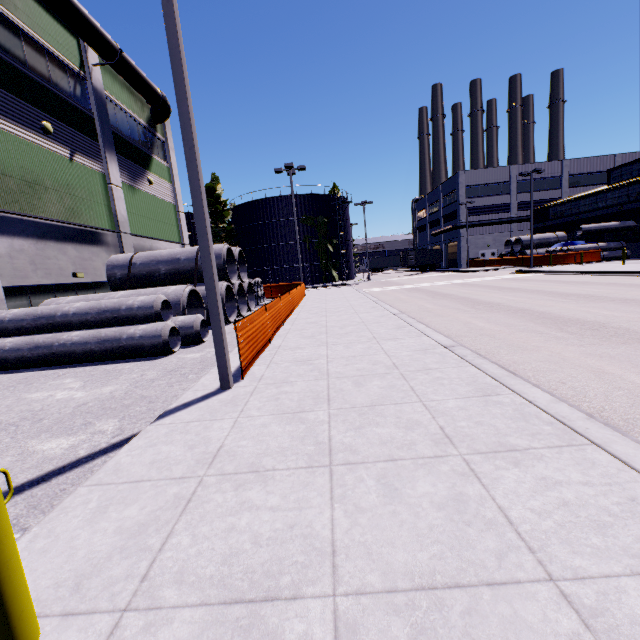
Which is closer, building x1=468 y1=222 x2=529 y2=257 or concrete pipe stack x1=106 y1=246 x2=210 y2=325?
concrete pipe stack x1=106 y1=246 x2=210 y2=325

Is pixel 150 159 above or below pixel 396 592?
above

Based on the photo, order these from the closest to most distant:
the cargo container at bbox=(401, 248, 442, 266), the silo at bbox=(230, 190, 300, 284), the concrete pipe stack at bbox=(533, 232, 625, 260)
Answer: the concrete pipe stack at bbox=(533, 232, 625, 260)
the silo at bbox=(230, 190, 300, 284)
the cargo container at bbox=(401, 248, 442, 266)

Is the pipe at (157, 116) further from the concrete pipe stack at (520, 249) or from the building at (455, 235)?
the concrete pipe stack at (520, 249)

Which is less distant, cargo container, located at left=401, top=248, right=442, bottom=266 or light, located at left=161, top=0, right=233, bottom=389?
light, located at left=161, top=0, right=233, bottom=389

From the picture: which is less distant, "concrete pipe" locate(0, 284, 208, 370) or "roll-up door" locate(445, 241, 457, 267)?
"concrete pipe" locate(0, 284, 208, 370)

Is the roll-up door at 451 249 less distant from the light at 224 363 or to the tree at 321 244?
the tree at 321 244

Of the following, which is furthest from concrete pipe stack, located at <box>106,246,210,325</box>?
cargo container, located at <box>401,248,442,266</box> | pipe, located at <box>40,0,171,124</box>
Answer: cargo container, located at <box>401,248,442,266</box>
